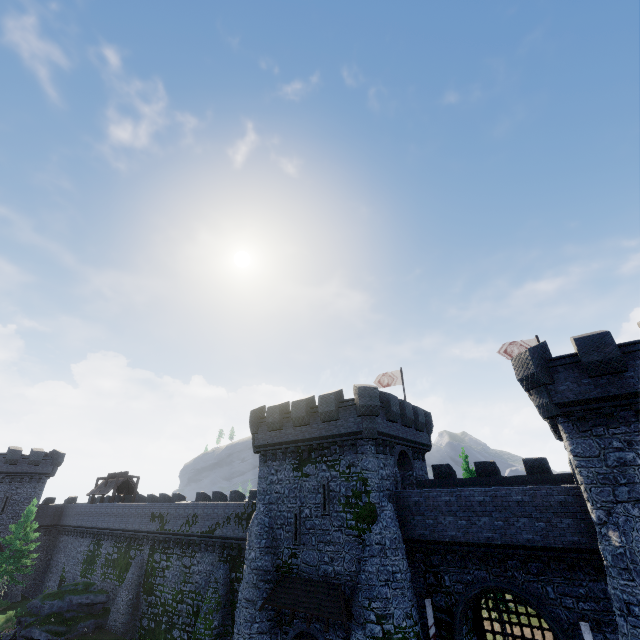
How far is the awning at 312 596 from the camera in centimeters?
1673cm

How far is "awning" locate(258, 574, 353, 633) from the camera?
16.7m

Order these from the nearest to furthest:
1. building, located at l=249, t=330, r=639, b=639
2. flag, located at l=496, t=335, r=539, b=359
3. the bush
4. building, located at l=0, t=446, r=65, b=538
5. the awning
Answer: building, located at l=249, t=330, r=639, b=639 < the awning < flag, located at l=496, t=335, r=539, b=359 < the bush < building, located at l=0, t=446, r=65, b=538

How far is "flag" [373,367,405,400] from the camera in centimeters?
2991cm

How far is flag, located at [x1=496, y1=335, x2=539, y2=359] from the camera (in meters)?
24.66

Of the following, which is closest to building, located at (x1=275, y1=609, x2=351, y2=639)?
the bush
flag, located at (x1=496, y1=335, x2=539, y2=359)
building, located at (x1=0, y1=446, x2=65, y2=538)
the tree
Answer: flag, located at (x1=496, y1=335, x2=539, y2=359)

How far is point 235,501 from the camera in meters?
33.3 m

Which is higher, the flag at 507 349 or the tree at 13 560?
the flag at 507 349
